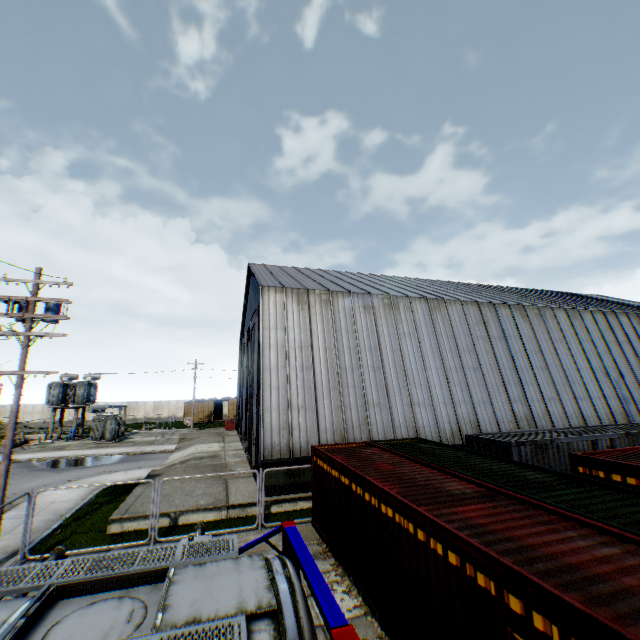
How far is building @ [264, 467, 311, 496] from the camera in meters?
15.0 m

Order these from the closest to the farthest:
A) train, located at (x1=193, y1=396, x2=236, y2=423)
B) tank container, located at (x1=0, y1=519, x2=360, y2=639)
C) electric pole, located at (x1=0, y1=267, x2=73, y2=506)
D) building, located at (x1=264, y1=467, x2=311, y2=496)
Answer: tank container, located at (x1=0, y1=519, x2=360, y2=639) < electric pole, located at (x1=0, y1=267, x2=73, y2=506) < building, located at (x1=264, y1=467, x2=311, y2=496) < train, located at (x1=193, y1=396, x2=236, y2=423)

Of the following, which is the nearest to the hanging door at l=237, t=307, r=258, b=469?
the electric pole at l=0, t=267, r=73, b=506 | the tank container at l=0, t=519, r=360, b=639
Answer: the electric pole at l=0, t=267, r=73, b=506

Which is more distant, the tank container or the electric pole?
the electric pole

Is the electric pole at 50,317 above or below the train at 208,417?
above

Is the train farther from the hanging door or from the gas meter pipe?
the gas meter pipe

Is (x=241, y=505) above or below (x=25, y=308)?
below

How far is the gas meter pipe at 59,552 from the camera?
8.2 meters
